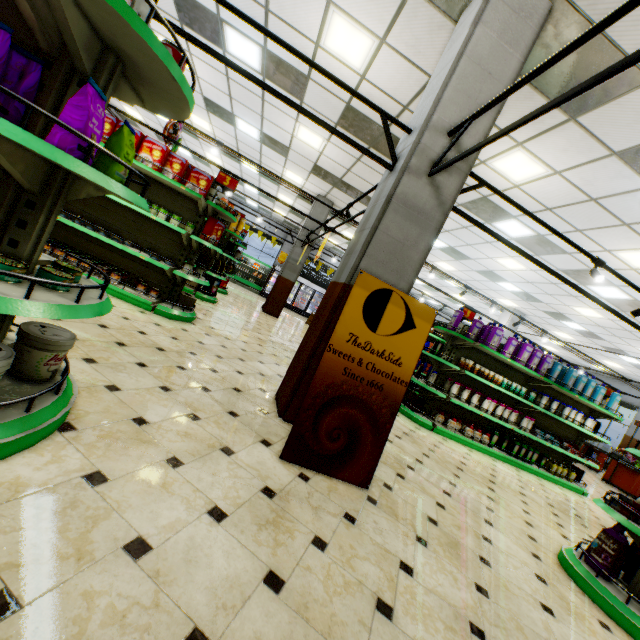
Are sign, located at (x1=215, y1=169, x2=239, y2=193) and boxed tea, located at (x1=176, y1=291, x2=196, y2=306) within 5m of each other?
yes

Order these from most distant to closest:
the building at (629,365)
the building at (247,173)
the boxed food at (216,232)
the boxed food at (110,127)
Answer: the building at (629,365), the building at (247,173), the boxed food at (216,232), the boxed food at (110,127)

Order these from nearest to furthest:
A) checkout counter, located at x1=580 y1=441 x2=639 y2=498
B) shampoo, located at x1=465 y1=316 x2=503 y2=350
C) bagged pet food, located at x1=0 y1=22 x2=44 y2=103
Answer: bagged pet food, located at x1=0 y1=22 x2=44 y2=103
shampoo, located at x1=465 y1=316 x2=503 y2=350
checkout counter, located at x1=580 y1=441 x2=639 y2=498

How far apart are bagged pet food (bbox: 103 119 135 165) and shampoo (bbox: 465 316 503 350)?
6.3 meters

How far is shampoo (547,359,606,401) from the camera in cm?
673

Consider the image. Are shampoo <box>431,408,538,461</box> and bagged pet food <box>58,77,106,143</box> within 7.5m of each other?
yes

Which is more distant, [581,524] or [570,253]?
[570,253]

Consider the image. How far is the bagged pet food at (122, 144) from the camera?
1.64m
